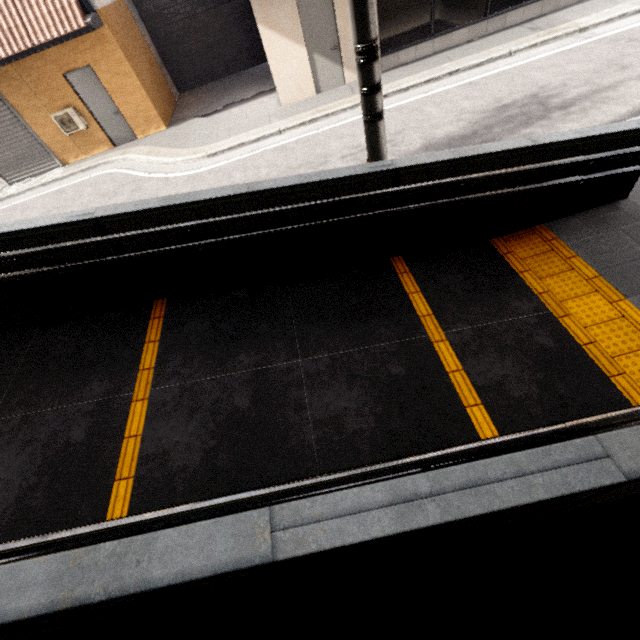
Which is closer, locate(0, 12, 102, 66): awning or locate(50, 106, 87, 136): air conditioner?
locate(0, 12, 102, 66): awning

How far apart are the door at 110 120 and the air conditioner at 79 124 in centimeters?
29cm

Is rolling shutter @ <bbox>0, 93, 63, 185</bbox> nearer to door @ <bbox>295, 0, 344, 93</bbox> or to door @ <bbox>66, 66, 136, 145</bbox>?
door @ <bbox>66, 66, 136, 145</bbox>

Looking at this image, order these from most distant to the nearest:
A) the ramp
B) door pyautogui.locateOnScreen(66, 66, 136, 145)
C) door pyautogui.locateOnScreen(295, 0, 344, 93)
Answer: door pyautogui.locateOnScreen(66, 66, 136, 145)
door pyautogui.locateOnScreen(295, 0, 344, 93)
the ramp

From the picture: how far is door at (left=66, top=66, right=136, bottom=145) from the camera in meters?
9.5

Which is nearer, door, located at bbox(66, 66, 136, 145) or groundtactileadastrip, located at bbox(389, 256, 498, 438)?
groundtactileadastrip, located at bbox(389, 256, 498, 438)

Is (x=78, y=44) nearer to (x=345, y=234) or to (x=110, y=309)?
(x=110, y=309)

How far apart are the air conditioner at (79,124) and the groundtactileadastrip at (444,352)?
11.6 meters
